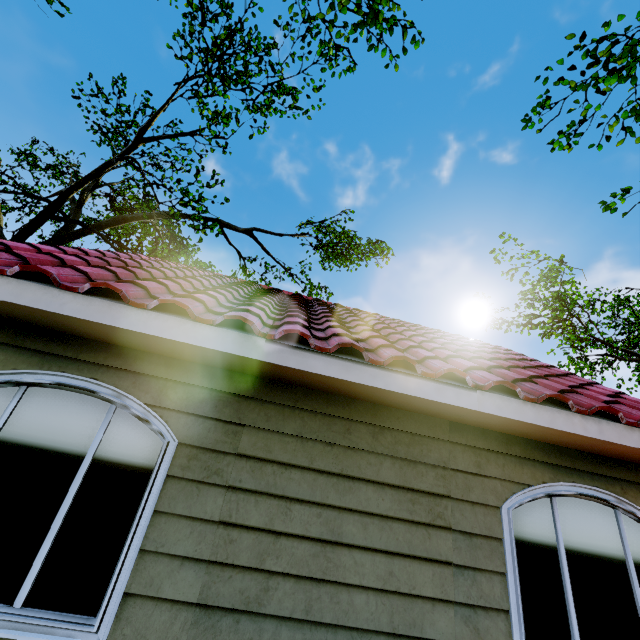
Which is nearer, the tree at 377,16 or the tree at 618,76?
the tree at 618,76

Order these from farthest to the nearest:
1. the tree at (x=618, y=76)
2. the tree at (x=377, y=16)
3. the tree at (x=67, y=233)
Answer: the tree at (x=67, y=233) < the tree at (x=377, y=16) < the tree at (x=618, y=76)

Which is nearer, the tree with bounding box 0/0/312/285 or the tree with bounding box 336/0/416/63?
the tree with bounding box 336/0/416/63

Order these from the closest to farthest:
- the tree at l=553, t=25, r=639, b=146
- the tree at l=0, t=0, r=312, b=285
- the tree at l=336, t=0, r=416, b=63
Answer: the tree at l=553, t=25, r=639, b=146 < the tree at l=336, t=0, r=416, b=63 < the tree at l=0, t=0, r=312, b=285

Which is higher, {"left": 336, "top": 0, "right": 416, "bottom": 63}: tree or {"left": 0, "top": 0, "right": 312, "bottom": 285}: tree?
{"left": 336, "top": 0, "right": 416, "bottom": 63}: tree

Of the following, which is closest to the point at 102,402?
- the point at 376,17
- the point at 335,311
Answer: the point at 335,311
